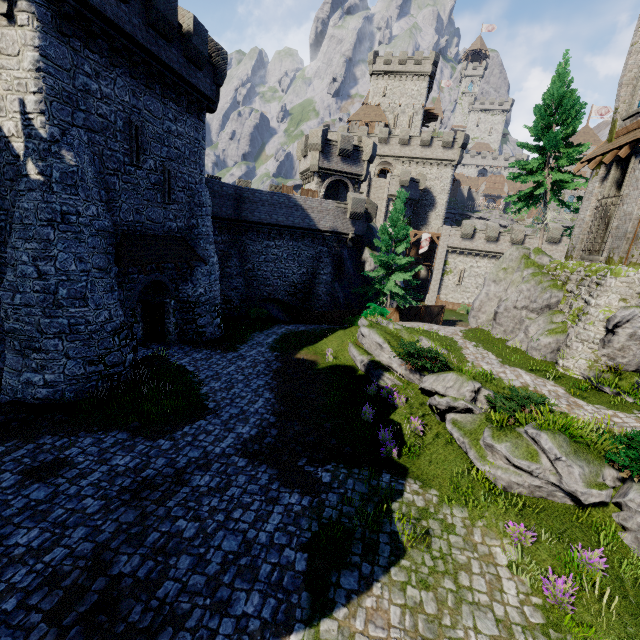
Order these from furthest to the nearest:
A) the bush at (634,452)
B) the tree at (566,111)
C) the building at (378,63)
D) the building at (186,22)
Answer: the building at (378,63)
the tree at (566,111)
the building at (186,22)
the bush at (634,452)

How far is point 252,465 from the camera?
10.3m

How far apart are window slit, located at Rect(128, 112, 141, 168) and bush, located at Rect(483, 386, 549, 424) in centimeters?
1798cm

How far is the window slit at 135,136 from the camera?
14.2m

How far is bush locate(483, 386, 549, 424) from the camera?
10.8m

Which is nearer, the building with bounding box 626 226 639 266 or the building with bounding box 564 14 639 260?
the building with bounding box 626 226 639 266

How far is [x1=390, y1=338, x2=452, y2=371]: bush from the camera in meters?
13.9

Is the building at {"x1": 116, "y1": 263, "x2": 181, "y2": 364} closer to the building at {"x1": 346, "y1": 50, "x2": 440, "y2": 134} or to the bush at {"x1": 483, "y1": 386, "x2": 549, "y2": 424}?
the bush at {"x1": 483, "y1": 386, "x2": 549, "y2": 424}
